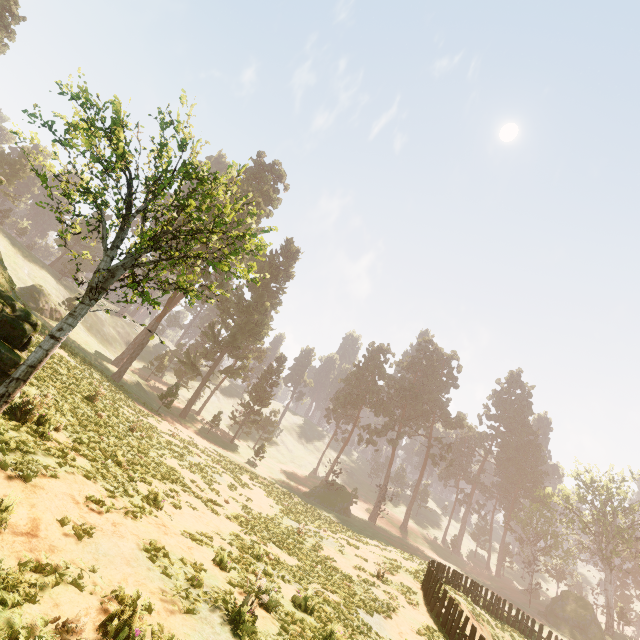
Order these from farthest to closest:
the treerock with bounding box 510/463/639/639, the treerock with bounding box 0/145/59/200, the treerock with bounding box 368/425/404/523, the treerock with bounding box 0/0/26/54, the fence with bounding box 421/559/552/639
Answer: the treerock with bounding box 368/425/404/523 → the treerock with bounding box 510/463/639/639 → the treerock with bounding box 0/0/26/54 → the fence with bounding box 421/559/552/639 → the treerock with bounding box 0/145/59/200

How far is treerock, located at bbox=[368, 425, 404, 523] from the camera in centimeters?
5013cm

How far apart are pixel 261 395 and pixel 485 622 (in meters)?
37.88

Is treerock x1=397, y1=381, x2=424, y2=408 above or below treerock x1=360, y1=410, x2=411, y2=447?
above

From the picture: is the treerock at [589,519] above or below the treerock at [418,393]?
below

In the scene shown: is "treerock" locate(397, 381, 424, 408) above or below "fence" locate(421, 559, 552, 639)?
above

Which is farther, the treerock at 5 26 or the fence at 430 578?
the treerock at 5 26
